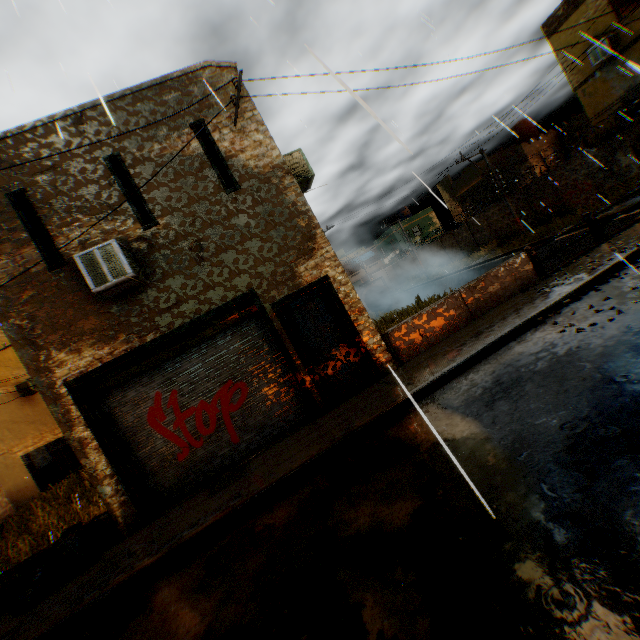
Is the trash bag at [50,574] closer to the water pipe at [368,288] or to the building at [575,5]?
the building at [575,5]

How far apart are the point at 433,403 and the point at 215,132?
7.61m

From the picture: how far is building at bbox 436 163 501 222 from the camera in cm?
2969

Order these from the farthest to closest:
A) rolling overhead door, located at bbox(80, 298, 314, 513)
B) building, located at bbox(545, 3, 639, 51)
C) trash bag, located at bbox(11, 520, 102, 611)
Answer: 1. building, located at bbox(545, 3, 639, 51)
2. rolling overhead door, located at bbox(80, 298, 314, 513)
3. trash bag, located at bbox(11, 520, 102, 611)

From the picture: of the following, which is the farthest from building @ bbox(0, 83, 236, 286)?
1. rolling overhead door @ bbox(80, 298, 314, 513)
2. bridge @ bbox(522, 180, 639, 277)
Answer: bridge @ bbox(522, 180, 639, 277)

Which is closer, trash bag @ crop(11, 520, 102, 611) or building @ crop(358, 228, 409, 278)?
trash bag @ crop(11, 520, 102, 611)

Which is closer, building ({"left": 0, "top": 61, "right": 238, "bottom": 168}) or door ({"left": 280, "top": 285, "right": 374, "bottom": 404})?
building ({"left": 0, "top": 61, "right": 238, "bottom": 168})

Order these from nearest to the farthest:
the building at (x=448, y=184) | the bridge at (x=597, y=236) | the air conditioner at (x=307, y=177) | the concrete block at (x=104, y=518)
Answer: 1. the concrete block at (x=104, y=518)
2. the air conditioner at (x=307, y=177)
3. the bridge at (x=597, y=236)
4. the building at (x=448, y=184)
